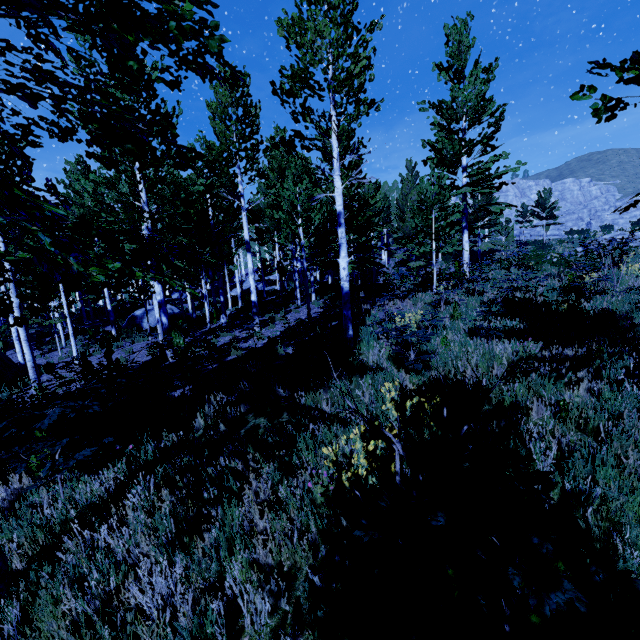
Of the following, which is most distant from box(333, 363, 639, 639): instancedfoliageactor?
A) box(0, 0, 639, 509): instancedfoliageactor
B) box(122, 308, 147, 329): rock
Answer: box(122, 308, 147, 329): rock

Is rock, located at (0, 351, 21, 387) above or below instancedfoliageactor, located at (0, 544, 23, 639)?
below

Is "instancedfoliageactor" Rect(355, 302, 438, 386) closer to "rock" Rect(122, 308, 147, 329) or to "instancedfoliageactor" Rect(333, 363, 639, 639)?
"rock" Rect(122, 308, 147, 329)

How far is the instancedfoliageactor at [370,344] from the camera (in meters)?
5.68

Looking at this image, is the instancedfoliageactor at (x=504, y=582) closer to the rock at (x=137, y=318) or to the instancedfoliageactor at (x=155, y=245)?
the instancedfoliageactor at (x=155, y=245)

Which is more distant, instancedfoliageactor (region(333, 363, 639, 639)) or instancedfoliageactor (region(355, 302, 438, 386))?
instancedfoliageactor (region(355, 302, 438, 386))

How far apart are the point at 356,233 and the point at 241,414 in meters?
12.5 m

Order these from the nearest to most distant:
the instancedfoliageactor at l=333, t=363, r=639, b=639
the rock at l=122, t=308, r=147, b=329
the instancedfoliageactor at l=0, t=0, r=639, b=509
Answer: the instancedfoliageactor at l=333, t=363, r=639, b=639, the instancedfoliageactor at l=0, t=0, r=639, b=509, the rock at l=122, t=308, r=147, b=329
